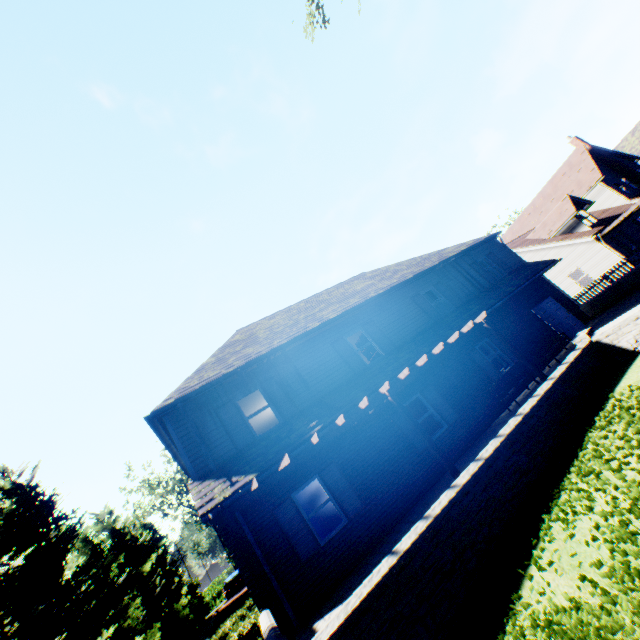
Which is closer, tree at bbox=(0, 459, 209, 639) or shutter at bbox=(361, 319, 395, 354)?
tree at bbox=(0, 459, 209, 639)

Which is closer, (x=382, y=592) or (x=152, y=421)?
(x=382, y=592)

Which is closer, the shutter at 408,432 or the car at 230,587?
the shutter at 408,432

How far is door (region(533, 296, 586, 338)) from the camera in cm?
1595

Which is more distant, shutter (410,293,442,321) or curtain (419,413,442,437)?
shutter (410,293,442,321)

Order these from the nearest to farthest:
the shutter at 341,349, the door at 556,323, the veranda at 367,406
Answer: the veranda at 367,406 → the shutter at 341,349 → the door at 556,323

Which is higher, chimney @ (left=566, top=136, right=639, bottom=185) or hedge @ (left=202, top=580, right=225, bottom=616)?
chimney @ (left=566, top=136, right=639, bottom=185)

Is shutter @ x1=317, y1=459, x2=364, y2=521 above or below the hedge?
above
